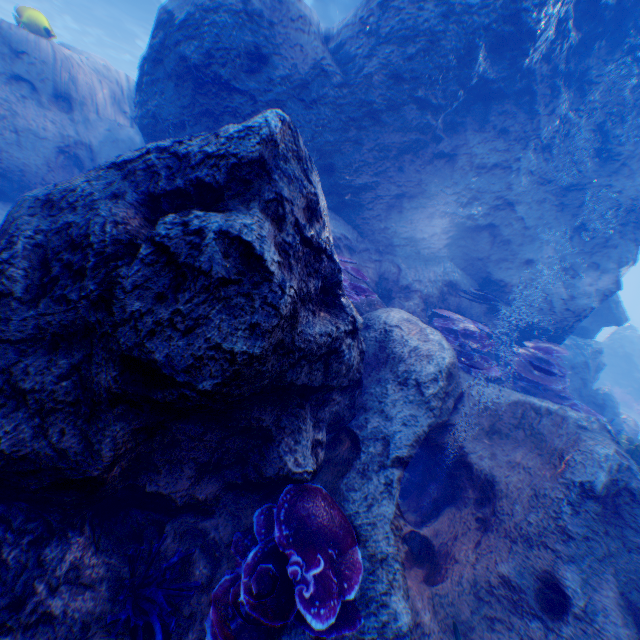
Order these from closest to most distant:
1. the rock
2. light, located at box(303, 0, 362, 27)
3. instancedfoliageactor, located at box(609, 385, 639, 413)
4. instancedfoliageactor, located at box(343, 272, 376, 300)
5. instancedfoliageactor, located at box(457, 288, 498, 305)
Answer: the rock → instancedfoliageactor, located at box(343, 272, 376, 300) → instancedfoliageactor, located at box(457, 288, 498, 305) → light, located at box(303, 0, 362, 27) → instancedfoliageactor, located at box(609, 385, 639, 413)

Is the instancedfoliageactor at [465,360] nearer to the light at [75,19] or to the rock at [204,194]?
the rock at [204,194]

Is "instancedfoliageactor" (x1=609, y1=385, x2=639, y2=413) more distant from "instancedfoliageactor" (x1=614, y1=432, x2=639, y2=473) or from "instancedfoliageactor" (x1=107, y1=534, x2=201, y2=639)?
"instancedfoliageactor" (x1=107, y1=534, x2=201, y2=639)

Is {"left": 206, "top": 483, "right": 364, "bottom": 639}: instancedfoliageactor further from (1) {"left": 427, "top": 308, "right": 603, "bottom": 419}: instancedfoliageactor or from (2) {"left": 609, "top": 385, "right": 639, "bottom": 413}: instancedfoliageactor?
(2) {"left": 609, "top": 385, "right": 639, "bottom": 413}: instancedfoliageactor

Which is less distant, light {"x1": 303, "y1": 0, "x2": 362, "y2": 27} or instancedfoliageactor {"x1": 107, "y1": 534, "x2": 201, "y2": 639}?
instancedfoliageactor {"x1": 107, "y1": 534, "x2": 201, "y2": 639}

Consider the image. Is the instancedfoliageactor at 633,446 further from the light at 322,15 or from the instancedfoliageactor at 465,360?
the light at 322,15

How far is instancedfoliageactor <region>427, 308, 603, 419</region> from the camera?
6.2m

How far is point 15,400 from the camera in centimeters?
198cm
